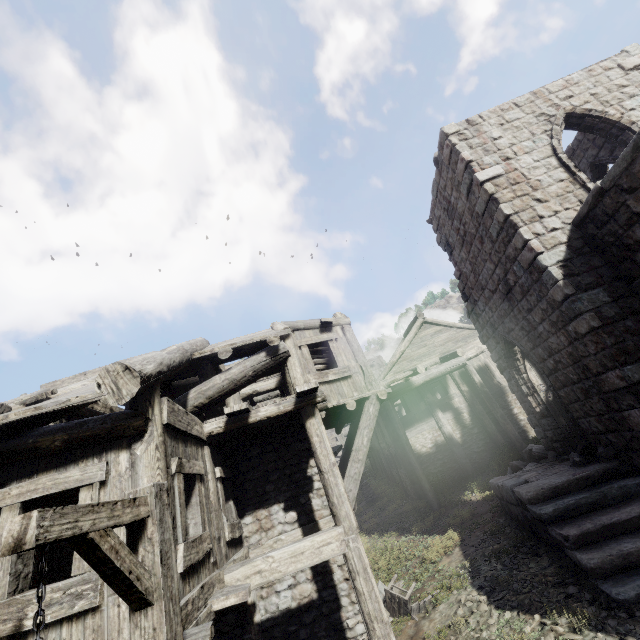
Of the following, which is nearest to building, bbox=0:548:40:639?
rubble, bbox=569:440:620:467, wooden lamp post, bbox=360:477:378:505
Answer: rubble, bbox=569:440:620:467

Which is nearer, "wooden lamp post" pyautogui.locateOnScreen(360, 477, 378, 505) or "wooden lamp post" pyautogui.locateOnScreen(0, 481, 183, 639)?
"wooden lamp post" pyautogui.locateOnScreen(0, 481, 183, 639)

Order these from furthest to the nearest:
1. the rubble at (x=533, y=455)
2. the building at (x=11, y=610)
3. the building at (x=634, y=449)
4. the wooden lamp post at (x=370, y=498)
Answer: the wooden lamp post at (x=370, y=498) < the rubble at (x=533, y=455) < the building at (x=634, y=449) < the building at (x=11, y=610)

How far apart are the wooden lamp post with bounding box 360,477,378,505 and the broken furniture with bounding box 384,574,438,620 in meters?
12.1 m

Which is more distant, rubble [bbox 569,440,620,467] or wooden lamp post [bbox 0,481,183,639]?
rubble [bbox 569,440,620,467]

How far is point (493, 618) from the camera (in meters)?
6.24

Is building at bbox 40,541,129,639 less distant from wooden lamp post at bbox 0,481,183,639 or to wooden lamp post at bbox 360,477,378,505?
wooden lamp post at bbox 0,481,183,639

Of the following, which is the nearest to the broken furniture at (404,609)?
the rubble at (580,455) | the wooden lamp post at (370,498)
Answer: the rubble at (580,455)
